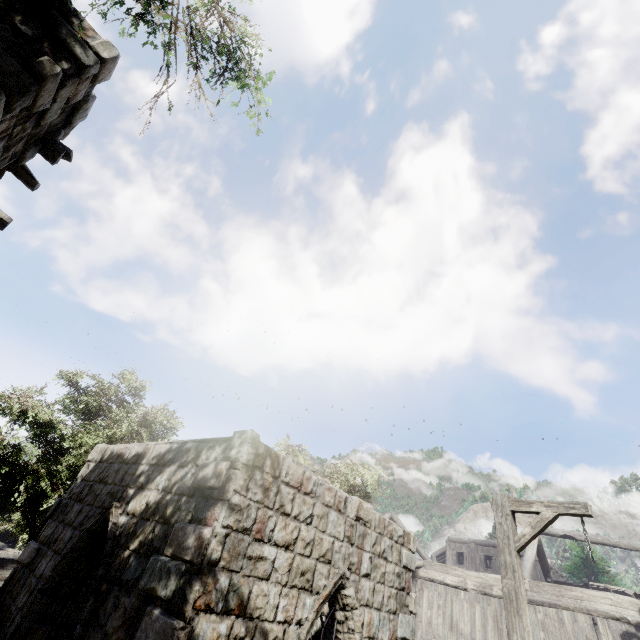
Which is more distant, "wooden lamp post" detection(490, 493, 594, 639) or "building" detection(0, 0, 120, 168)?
"wooden lamp post" detection(490, 493, 594, 639)

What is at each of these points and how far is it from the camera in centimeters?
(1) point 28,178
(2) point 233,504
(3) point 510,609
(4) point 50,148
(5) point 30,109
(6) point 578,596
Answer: (1) wooden plank rubble, 588cm
(2) building, 442cm
(3) wooden lamp post, 523cm
(4) wooden plank rubble, 532cm
(5) building, 409cm
(6) building, 1291cm

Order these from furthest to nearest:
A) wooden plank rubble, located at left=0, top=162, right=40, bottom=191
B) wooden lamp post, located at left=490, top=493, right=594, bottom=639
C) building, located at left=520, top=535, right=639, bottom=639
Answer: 1. building, located at left=520, top=535, right=639, bottom=639
2. wooden plank rubble, located at left=0, top=162, right=40, bottom=191
3. wooden lamp post, located at left=490, top=493, right=594, bottom=639

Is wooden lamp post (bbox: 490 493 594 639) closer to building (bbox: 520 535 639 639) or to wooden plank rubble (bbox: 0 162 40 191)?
building (bbox: 520 535 639 639)

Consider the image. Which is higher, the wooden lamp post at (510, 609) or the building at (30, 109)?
the building at (30, 109)

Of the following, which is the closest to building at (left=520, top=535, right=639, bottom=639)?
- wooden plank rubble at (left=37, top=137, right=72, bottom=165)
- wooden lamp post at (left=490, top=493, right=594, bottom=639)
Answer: wooden plank rubble at (left=37, top=137, right=72, bottom=165)

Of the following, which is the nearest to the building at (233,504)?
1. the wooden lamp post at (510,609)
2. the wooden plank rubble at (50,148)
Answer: the wooden plank rubble at (50,148)
